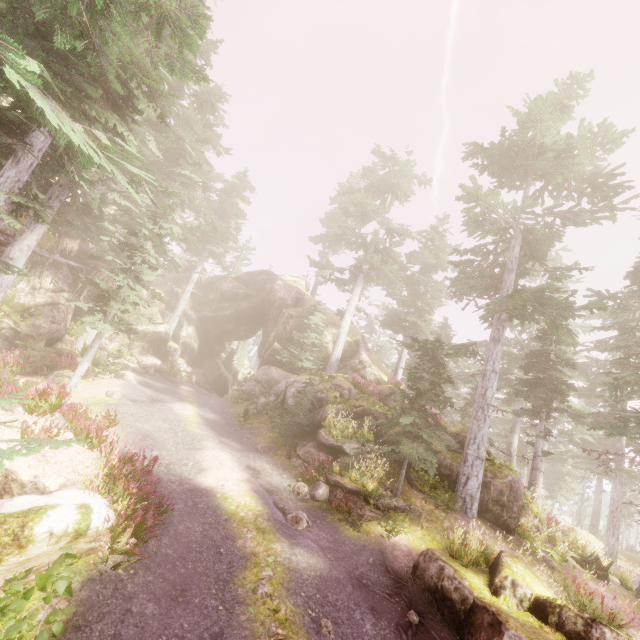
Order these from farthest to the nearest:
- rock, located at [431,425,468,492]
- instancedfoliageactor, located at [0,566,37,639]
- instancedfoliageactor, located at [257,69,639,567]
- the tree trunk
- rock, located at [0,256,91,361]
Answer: rock, located at [0,256,91,361] → the tree trunk → rock, located at [431,425,468,492] → instancedfoliageactor, located at [257,69,639,567] → instancedfoliageactor, located at [0,566,37,639]

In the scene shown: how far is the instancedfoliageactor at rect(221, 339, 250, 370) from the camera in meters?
44.4

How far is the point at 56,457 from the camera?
8.8m

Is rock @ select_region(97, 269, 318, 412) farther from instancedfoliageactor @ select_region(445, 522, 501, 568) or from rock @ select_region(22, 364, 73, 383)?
rock @ select_region(22, 364, 73, 383)

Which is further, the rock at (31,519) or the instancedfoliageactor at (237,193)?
the instancedfoliageactor at (237,193)

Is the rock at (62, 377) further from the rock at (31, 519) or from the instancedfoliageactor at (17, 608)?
the rock at (31, 519)

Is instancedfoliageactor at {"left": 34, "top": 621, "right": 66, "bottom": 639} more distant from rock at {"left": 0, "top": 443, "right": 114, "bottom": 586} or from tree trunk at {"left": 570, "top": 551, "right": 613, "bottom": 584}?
tree trunk at {"left": 570, "top": 551, "right": 613, "bottom": 584}

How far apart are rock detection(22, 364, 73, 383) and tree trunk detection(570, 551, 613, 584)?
24.4 meters
